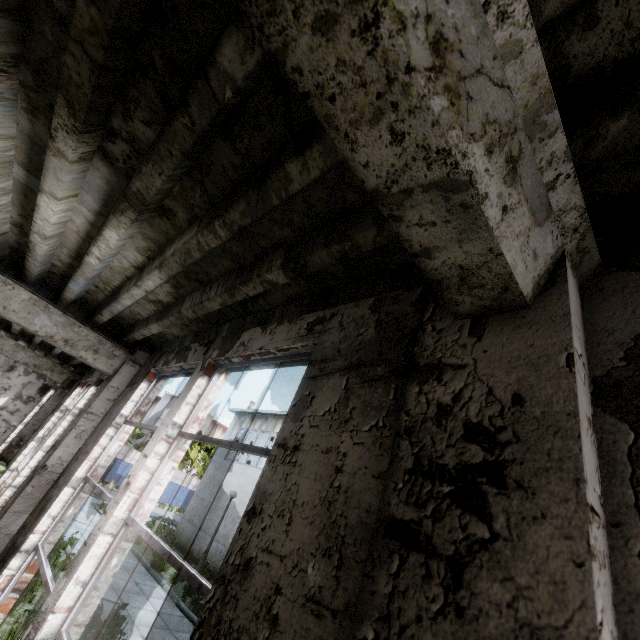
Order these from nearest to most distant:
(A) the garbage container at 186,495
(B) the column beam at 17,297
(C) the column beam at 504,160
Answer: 1. (C) the column beam at 504,160
2. (B) the column beam at 17,297
3. (A) the garbage container at 186,495

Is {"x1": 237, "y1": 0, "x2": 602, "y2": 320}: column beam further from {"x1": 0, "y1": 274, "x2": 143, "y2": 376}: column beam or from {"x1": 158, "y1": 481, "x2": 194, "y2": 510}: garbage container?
{"x1": 158, "y1": 481, "x2": 194, "y2": 510}: garbage container

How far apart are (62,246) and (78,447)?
3.0m

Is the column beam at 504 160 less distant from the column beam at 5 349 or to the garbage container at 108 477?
the column beam at 5 349

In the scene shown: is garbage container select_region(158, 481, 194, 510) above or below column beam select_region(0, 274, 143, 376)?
below

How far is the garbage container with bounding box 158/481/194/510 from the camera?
34.28m

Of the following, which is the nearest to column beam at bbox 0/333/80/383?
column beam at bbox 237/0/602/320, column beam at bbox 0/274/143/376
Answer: column beam at bbox 0/274/143/376

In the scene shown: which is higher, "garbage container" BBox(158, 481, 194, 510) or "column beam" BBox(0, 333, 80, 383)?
"column beam" BBox(0, 333, 80, 383)
